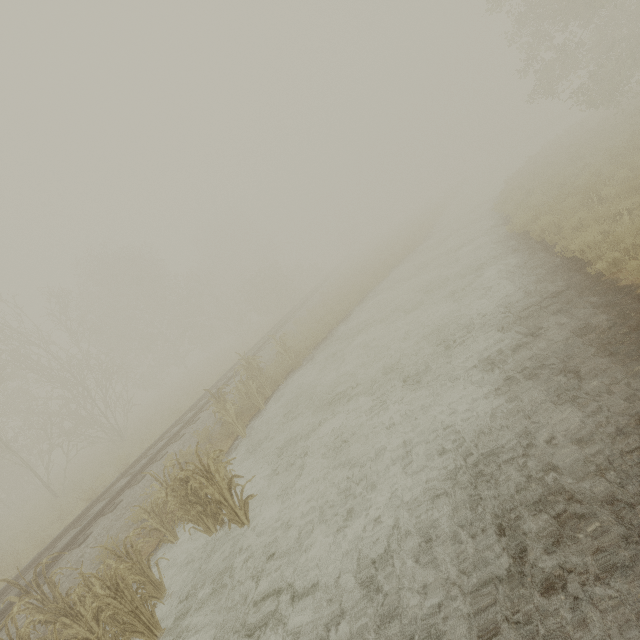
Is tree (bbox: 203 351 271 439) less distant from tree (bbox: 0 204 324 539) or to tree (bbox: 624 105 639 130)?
tree (bbox: 624 105 639 130)

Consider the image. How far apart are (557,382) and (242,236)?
54.32m

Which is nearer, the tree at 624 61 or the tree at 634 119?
the tree at 634 119

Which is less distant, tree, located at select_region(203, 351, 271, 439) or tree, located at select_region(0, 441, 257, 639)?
tree, located at select_region(0, 441, 257, 639)

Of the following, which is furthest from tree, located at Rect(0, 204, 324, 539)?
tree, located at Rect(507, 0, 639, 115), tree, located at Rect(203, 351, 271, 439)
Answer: tree, located at Rect(203, 351, 271, 439)

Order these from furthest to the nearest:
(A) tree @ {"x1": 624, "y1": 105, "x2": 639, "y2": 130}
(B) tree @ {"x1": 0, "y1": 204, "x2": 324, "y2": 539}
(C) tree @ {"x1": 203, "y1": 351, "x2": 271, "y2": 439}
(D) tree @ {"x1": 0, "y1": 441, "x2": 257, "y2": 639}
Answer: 1. (B) tree @ {"x1": 0, "y1": 204, "x2": 324, "y2": 539}
2. (A) tree @ {"x1": 624, "y1": 105, "x2": 639, "y2": 130}
3. (C) tree @ {"x1": 203, "y1": 351, "x2": 271, "y2": 439}
4. (D) tree @ {"x1": 0, "y1": 441, "x2": 257, "y2": 639}

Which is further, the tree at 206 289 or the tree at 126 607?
the tree at 206 289
